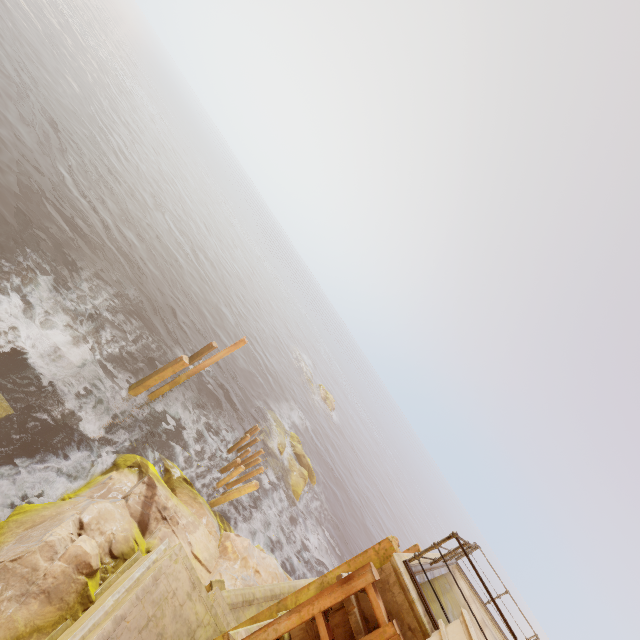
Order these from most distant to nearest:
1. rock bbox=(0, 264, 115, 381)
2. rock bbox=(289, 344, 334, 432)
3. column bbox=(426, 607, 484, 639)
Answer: rock bbox=(289, 344, 334, 432) < rock bbox=(0, 264, 115, 381) < column bbox=(426, 607, 484, 639)

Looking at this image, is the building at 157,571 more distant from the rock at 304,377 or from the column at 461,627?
the rock at 304,377

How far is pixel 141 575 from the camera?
7.13m

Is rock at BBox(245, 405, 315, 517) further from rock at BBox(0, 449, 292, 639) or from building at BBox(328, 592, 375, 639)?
building at BBox(328, 592, 375, 639)

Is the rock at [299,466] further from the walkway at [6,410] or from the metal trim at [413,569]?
the walkway at [6,410]

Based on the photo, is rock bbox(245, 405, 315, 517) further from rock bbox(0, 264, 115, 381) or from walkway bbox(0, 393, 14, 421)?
walkway bbox(0, 393, 14, 421)

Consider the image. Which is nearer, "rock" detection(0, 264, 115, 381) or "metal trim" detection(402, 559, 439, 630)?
"metal trim" detection(402, 559, 439, 630)

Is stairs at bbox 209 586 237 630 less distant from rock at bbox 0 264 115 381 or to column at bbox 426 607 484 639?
column at bbox 426 607 484 639
